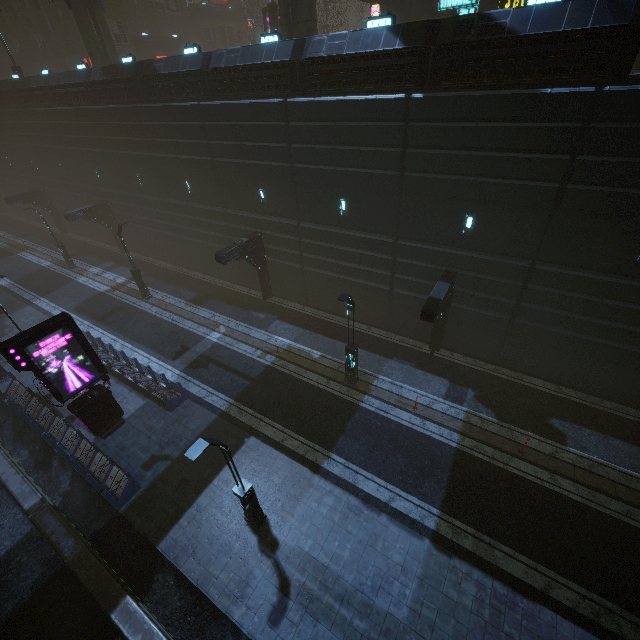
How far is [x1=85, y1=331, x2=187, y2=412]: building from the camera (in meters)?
15.70

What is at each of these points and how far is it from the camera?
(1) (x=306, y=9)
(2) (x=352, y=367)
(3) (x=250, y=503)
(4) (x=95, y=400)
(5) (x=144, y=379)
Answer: (1) sm, 16.4m
(2) street light, 16.1m
(3) street light, 10.5m
(4) sign, 13.8m
(5) building, 17.0m

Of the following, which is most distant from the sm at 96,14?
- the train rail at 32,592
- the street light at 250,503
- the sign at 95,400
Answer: the street light at 250,503

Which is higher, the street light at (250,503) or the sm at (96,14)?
the sm at (96,14)

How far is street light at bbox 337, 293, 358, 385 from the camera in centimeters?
1300cm

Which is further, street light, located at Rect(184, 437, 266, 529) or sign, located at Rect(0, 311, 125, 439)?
sign, located at Rect(0, 311, 125, 439)

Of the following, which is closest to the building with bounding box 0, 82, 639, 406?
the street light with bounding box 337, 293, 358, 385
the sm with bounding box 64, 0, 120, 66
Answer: the sm with bounding box 64, 0, 120, 66

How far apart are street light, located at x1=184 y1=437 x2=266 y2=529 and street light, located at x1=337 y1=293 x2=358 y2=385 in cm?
665
